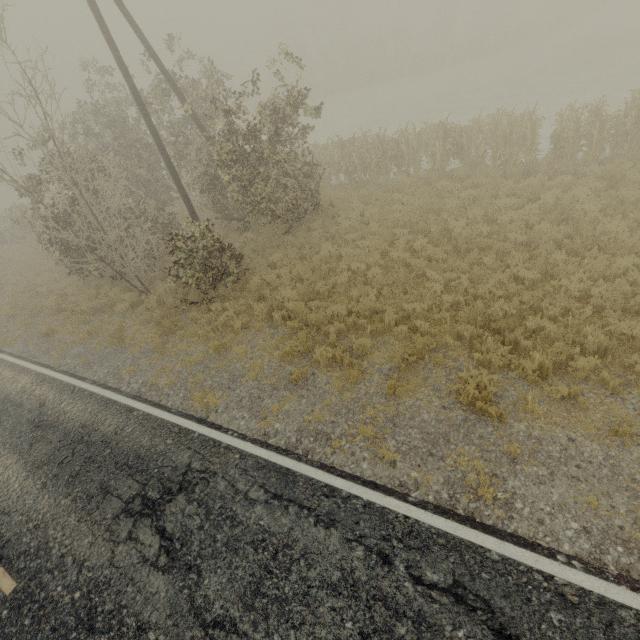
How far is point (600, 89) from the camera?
17.7m
